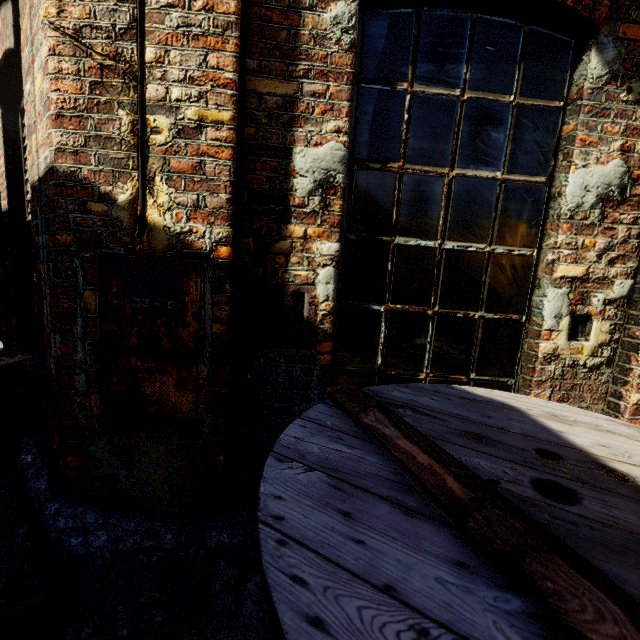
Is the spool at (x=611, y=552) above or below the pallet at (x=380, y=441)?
below

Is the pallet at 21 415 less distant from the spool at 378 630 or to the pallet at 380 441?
the spool at 378 630

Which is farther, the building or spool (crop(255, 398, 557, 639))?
the building

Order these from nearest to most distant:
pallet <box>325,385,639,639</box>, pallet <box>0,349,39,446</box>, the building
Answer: pallet <box>325,385,639,639</box>, the building, pallet <box>0,349,39,446</box>

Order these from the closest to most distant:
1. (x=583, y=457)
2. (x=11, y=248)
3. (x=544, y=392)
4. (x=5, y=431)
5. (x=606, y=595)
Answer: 1. (x=606, y=595)
2. (x=583, y=457)
3. (x=544, y=392)
4. (x=5, y=431)
5. (x=11, y=248)

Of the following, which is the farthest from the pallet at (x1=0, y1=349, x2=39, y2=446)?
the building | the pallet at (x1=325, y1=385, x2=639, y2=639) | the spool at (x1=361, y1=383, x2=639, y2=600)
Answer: the pallet at (x1=325, y1=385, x2=639, y2=639)

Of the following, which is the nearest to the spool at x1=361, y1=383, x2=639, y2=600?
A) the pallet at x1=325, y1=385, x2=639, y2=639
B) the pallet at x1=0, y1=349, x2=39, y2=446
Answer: the pallet at x1=325, y1=385, x2=639, y2=639
